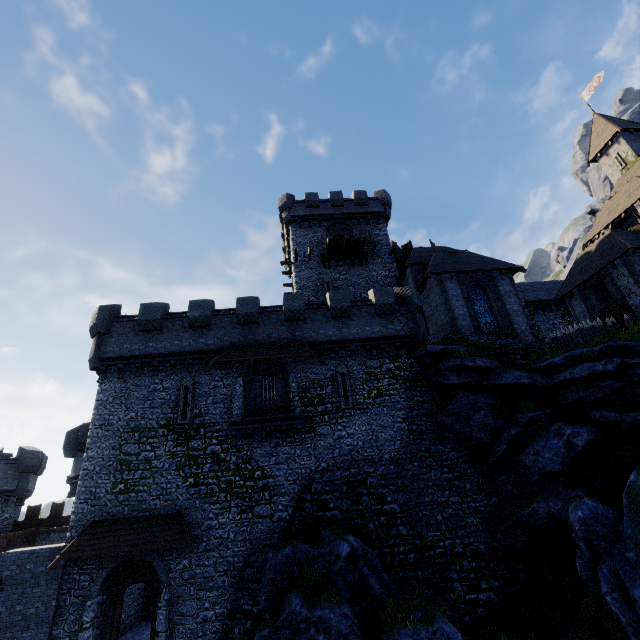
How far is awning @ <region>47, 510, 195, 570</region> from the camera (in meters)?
14.62

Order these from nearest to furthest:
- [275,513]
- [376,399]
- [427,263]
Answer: [275,513] < [376,399] < [427,263]

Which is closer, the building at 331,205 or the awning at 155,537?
the awning at 155,537

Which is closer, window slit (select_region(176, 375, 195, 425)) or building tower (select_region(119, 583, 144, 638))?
building tower (select_region(119, 583, 144, 638))

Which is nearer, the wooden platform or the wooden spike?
the wooden spike

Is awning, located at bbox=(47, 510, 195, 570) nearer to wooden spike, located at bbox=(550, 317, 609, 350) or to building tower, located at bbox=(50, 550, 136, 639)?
building tower, located at bbox=(50, 550, 136, 639)

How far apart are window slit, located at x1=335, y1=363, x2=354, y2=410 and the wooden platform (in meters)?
12.27

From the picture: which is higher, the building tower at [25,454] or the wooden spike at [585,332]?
the wooden spike at [585,332]
